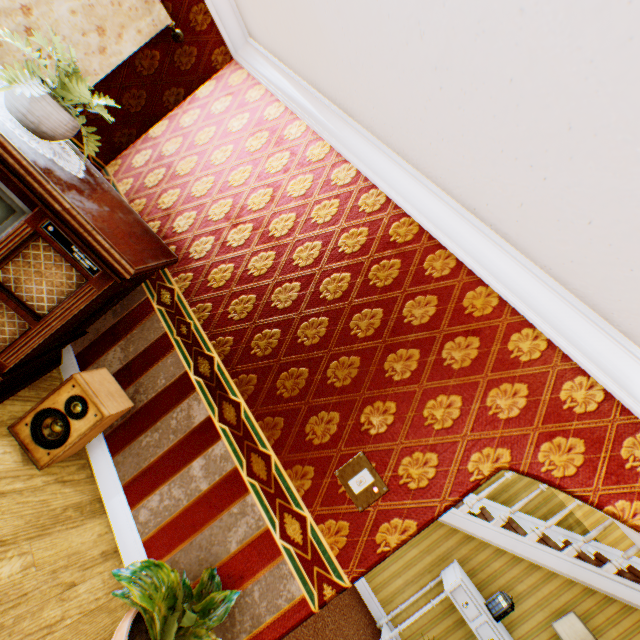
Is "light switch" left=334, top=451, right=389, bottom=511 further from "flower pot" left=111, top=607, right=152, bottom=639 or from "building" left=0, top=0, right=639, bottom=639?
"flower pot" left=111, top=607, right=152, bottom=639

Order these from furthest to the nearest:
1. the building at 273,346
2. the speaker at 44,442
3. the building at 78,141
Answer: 1. the building at 78,141
2. the speaker at 44,442
3. the building at 273,346

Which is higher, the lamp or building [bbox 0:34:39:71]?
the lamp

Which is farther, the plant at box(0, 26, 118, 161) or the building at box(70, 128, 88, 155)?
the building at box(70, 128, 88, 155)

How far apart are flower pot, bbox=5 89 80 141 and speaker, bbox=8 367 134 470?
1.43m

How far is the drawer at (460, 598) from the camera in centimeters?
366cm

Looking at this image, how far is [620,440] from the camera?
1.63m

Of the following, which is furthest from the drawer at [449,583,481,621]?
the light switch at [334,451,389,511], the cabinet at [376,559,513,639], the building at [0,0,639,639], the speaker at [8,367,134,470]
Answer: the speaker at [8,367,134,470]
